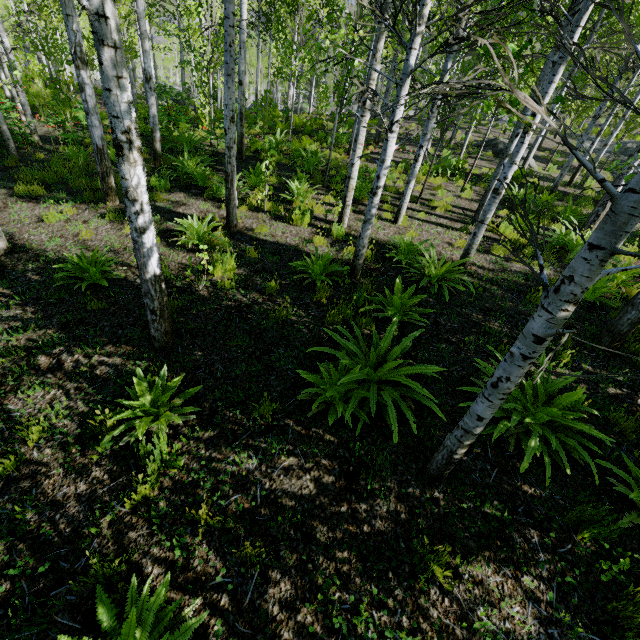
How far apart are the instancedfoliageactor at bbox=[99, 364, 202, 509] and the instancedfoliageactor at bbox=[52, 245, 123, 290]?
2.3m

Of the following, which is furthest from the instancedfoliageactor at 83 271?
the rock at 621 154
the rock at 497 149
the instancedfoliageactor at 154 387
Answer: the rock at 621 154

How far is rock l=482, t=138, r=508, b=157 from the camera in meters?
17.3

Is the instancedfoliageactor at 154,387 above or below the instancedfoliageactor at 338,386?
below

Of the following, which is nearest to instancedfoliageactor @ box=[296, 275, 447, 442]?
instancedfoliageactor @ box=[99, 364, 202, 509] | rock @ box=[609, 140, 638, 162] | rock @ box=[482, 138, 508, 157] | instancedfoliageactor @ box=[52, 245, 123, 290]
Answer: instancedfoliageactor @ box=[99, 364, 202, 509]

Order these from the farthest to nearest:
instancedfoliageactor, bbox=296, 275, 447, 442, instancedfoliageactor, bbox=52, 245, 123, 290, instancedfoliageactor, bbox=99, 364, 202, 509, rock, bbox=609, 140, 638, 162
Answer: rock, bbox=609, 140, 638, 162 → instancedfoliageactor, bbox=52, 245, 123, 290 → instancedfoliageactor, bbox=296, 275, 447, 442 → instancedfoliageactor, bbox=99, 364, 202, 509

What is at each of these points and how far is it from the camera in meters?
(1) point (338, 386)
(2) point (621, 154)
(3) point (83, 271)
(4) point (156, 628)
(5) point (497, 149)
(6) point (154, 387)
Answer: (1) instancedfoliageactor, 3.7 m
(2) rock, 21.7 m
(3) instancedfoliageactor, 5.3 m
(4) instancedfoliageactor, 2.1 m
(5) rock, 17.4 m
(6) instancedfoliageactor, 3.5 m

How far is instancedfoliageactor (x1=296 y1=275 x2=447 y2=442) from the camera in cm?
362
